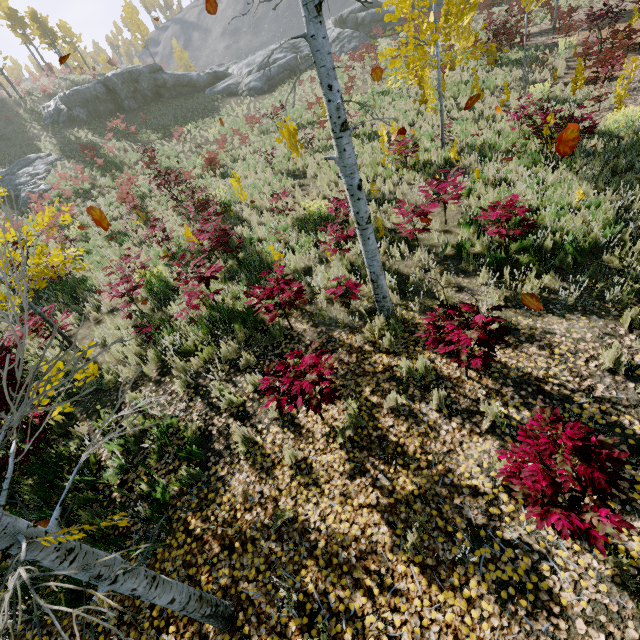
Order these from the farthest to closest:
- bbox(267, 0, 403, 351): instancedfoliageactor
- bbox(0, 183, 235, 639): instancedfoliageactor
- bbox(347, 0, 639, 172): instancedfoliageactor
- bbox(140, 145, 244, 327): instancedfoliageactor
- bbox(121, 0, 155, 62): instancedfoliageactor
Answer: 1. bbox(121, 0, 155, 62): instancedfoliageactor
2. bbox(347, 0, 639, 172): instancedfoliageactor
3. bbox(140, 145, 244, 327): instancedfoliageactor
4. bbox(267, 0, 403, 351): instancedfoliageactor
5. bbox(0, 183, 235, 639): instancedfoliageactor

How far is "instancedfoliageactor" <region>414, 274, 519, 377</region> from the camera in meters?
3.7 m

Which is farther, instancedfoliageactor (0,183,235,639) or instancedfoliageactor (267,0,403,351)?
instancedfoliageactor (267,0,403,351)

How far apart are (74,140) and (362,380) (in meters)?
37.31

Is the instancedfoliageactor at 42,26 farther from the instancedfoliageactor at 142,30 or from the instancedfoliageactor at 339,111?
the instancedfoliageactor at 339,111

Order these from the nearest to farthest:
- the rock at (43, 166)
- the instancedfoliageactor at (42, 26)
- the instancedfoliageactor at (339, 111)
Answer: the instancedfoliageactor at (339, 111) < the rock at (43, 166) < the instancedfoliageactor at (42, 26)

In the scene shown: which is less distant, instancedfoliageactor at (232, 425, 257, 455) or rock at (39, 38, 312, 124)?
instancedfoliageactor at (232, 425, 257, 455)
